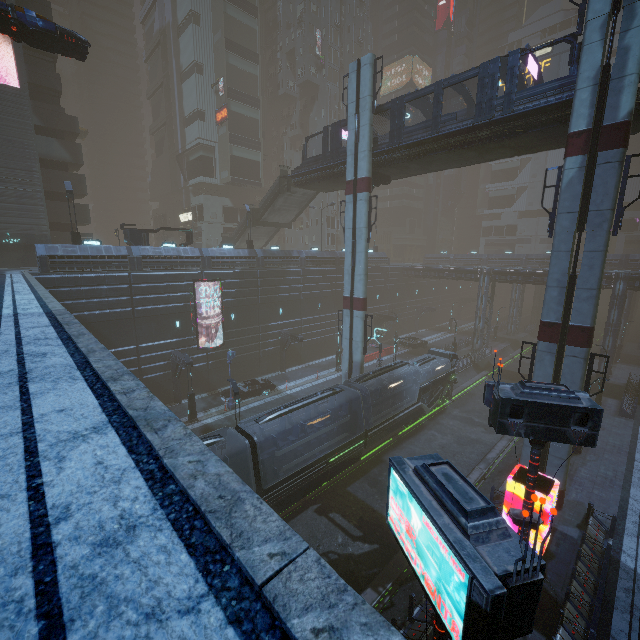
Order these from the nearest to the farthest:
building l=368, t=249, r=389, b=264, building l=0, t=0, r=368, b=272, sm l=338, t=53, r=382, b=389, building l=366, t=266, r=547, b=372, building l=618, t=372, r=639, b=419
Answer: sm l=338, t=53, r=382, b=389, building l=618, t=372, r=639, b=419, building l=0, t=0, r=368, b=272, building l=366, t=266, r=547, b=372, building l=368, t=249, r=389, b=264

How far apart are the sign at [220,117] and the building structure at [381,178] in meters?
30.4 m

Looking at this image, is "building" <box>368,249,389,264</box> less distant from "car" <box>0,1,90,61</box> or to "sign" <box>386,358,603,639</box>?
"sign" <box>386,358,603,639</box>

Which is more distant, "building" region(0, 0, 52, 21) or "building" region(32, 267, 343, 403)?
"building" region(0, 0, 52, 21)

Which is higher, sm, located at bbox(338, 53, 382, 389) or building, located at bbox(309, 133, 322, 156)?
building, located at bbox(309, 133, 322, 156)

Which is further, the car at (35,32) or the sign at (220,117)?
the sign at (220,117)

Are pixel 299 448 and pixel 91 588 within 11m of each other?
no
